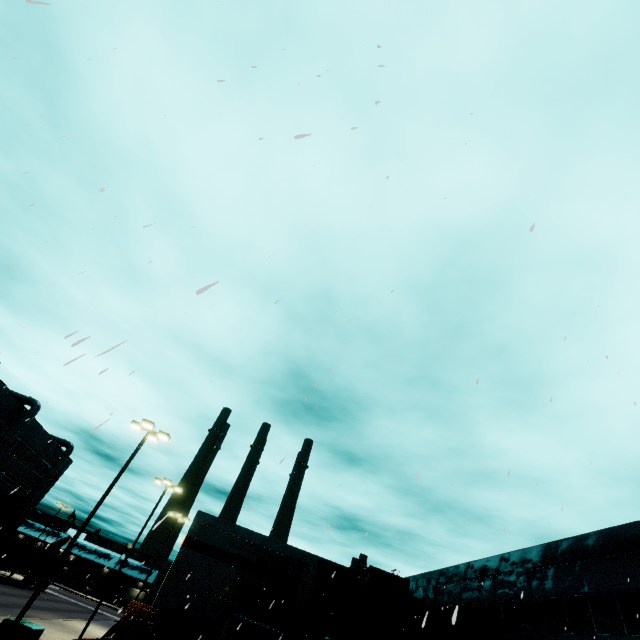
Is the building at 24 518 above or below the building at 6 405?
below

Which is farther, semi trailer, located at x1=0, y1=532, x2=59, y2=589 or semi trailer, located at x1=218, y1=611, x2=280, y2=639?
semi trailer, located at x1=0, y1=532, x2=59, y2=589

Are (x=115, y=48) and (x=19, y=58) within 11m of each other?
yes

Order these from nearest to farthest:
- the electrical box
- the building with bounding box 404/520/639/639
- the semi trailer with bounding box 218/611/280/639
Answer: the electrical box
the building with bounding box 404/520/639/639
the semi trailer with bounding box 218/611/280/639

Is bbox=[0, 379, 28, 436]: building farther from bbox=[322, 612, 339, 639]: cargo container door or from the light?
the light

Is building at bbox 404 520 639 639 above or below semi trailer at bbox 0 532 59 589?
above

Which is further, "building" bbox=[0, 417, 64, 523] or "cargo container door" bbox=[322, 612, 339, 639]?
"building" bbox=[0, 417, 64, 523]

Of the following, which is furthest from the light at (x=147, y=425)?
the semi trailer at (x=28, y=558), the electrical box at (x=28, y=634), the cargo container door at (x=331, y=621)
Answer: the cargo container door at (x=331, y=621)
